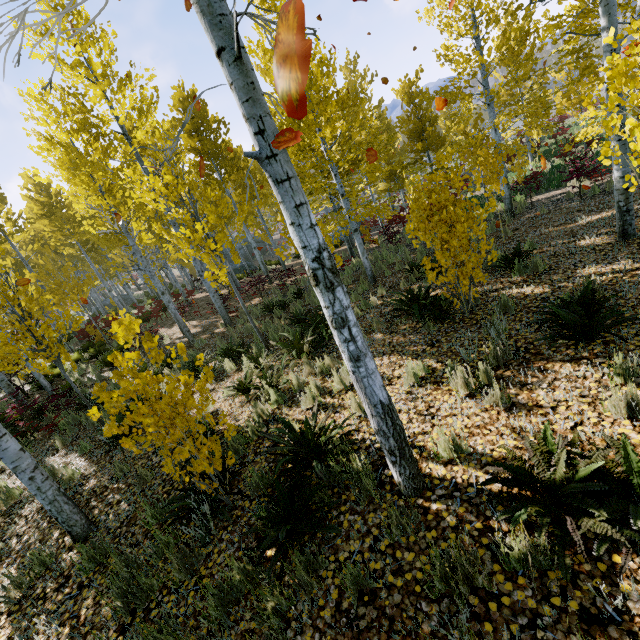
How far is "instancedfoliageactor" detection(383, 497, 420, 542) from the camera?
2.7 meters

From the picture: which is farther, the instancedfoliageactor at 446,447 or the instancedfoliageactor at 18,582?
the instancedfoliageactor at 18,582

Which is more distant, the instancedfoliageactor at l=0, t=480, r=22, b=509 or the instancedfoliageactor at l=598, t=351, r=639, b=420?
the instancedfoliageactor at l=0, t=480, r=22, b=509

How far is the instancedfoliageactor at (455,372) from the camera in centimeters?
362cm

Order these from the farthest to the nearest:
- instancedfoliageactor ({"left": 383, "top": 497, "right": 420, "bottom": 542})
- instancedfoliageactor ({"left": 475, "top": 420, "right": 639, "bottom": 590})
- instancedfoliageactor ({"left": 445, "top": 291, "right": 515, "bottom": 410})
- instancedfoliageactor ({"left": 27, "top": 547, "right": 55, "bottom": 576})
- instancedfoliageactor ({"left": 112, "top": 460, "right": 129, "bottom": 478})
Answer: instancedfoliageactor ({"left": 112, "top": 460, "right": 129, "bottom": 478}) < instancedfoliageactor ({"left": 27, "top": 547, "right": 55, "bottom": 576}) < instancedfoliageactor ({"left": 445, "top": 291, "right": 515, "bottom": 410}) < instancedfoliageactor ({"left": 383, "top": 497, "right": 420, "bottom": 542}) < instancedfoliageactor ({"left": 475, "top": 420, "right": 639, "bottom": 590})

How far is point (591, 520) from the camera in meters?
2.1
